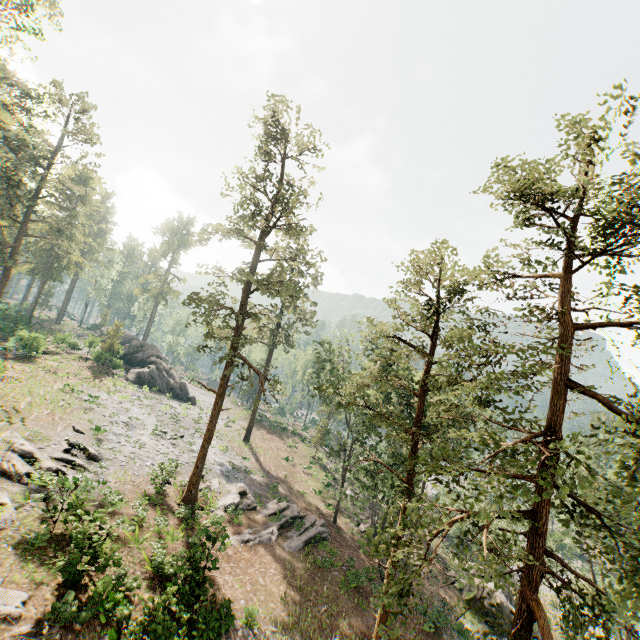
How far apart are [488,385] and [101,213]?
69.18m

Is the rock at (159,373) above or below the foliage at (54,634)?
above

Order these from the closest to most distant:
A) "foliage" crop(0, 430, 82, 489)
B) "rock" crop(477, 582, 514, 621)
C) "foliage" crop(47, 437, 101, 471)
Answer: "foliage" crop(0, 430, 82, 489), "foliage" crop(47, 437, 101, 471), "rock" crop(477, 582, 514, 621)

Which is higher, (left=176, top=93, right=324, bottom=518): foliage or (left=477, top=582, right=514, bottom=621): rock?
(left=176, top=93, right=324, bottom=518): foliage

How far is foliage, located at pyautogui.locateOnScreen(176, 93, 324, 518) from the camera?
A: 20.8 meters

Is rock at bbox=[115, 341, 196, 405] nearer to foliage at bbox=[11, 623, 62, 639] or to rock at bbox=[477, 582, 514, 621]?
foliage at bbox=[11, 623, 62, 639]

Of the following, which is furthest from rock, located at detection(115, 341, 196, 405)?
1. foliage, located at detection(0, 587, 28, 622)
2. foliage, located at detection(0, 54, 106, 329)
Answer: foliage, located at detection(0, 587, 28, 622)

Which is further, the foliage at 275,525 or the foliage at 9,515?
the foliage at 275,525
